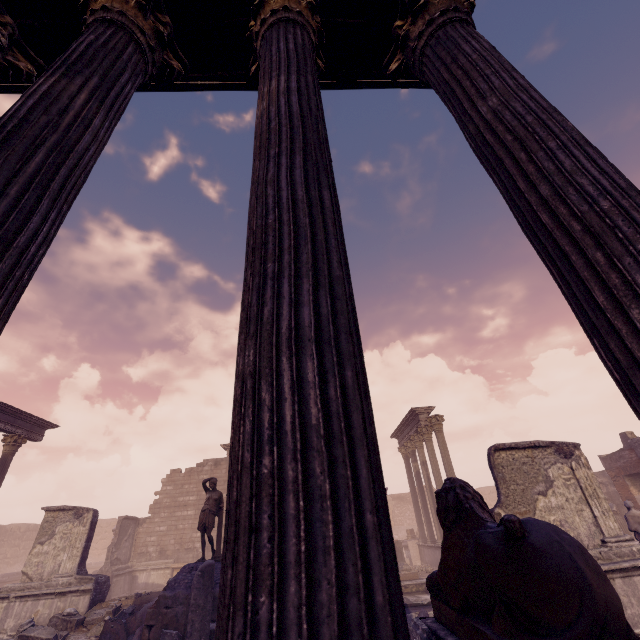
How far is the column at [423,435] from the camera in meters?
15.9

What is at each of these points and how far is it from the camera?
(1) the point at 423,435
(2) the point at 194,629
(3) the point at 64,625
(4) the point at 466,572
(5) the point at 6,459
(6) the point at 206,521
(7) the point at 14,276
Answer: (1) column, 17.8m
(2) building debris, 6.2m
(3) debris pile, 9.8m
(4) sculpture, 2.5m
(5) column, 13.8m
(6) sculpture, 9.5m
(7) building, 1.4m

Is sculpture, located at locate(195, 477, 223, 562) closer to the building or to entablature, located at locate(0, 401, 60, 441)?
the building

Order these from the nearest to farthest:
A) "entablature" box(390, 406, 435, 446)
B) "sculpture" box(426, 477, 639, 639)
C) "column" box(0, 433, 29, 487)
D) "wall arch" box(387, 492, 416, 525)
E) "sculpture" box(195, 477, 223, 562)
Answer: "sculpture" box(426, 477, 639, 639) < "sculpture" box(195, 477, 223, 562) < "column" box(0, 433, 29, 487) < "entablature" box(390, 406, 435, 446) < "wall arch" box(387, 492, 416, 525)

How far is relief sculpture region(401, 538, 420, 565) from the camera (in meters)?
19.39

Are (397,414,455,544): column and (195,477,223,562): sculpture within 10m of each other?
no

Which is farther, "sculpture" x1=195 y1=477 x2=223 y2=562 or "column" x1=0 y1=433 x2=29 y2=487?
"column" x1=0 y1=433 x2=29 y2=487

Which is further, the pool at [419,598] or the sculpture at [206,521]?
the sculpture at [206,521]
